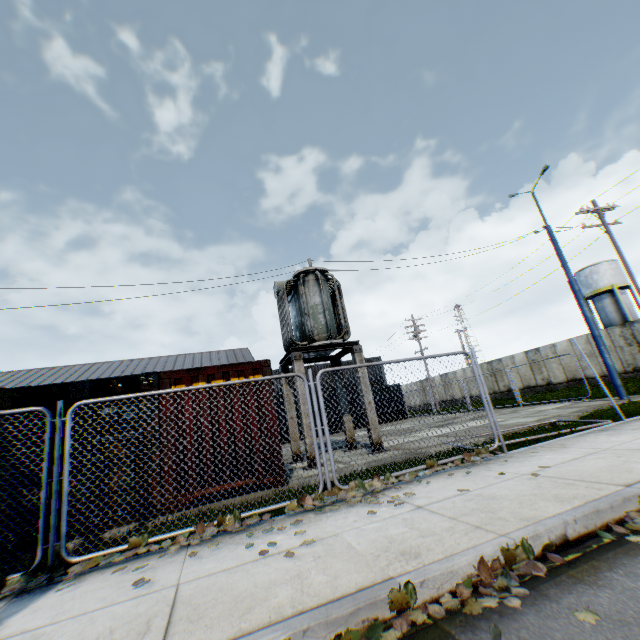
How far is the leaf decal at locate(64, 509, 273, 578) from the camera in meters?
4.1 m

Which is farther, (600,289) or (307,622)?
(600,289)

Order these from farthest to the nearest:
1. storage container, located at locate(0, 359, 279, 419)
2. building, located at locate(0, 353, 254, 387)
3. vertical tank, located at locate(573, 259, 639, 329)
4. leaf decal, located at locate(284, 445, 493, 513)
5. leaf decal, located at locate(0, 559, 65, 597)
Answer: building, located at locate(0, 353, 254, 387), vertical tank, located at locate(573, 259, 639, 329), storage container, located at locate(0, 359, 279, 419), leaf decal, located at locate(284, 445, 493, 513), leaf decal, located at locate(0, 559, 65, 597)

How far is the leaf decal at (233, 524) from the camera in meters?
4.1

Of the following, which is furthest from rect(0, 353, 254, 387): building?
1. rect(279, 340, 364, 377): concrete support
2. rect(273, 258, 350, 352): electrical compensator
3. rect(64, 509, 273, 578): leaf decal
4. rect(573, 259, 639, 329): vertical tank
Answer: rect(64, 509, 273, 578): leaf decal

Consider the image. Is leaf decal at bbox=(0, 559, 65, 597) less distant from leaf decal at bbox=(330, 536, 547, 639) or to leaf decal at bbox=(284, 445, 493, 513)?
leaf decal at bbox=(284, 445, 493, 513)

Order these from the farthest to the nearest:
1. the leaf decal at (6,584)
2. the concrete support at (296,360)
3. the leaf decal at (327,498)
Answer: the concrete support at (296,360)
the leaf decal at (327,498)
the leaf decal at (6,584)

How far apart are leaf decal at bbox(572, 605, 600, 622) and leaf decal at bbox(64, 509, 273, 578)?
1.70m
